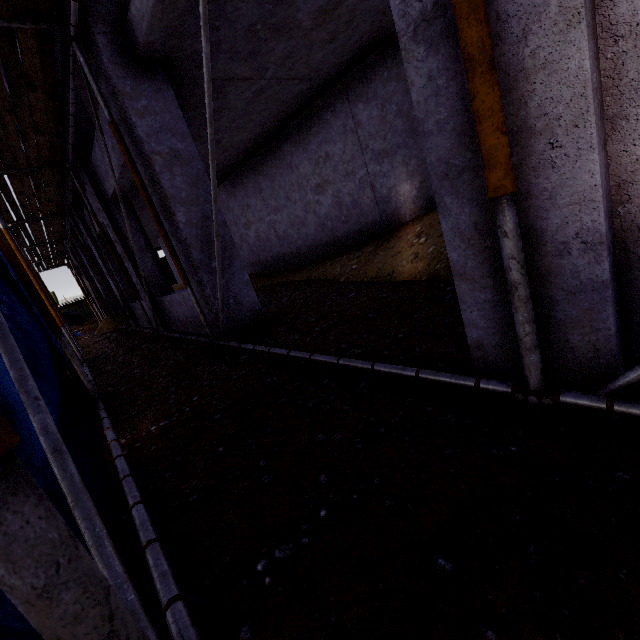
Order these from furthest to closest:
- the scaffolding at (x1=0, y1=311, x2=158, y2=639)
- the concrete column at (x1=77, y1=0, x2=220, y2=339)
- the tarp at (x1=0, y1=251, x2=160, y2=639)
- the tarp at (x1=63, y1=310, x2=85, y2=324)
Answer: the tarp at (x1=63, y1=310, x2=85, y2=324) < the concrete column at (x1=77, y1=0, x2=220, y2=339) < the tarp at (x1=0, y1=251, x2=160, y2=639) < the scaffolding at (x1=0, y1=311, x2=158, y2=639)

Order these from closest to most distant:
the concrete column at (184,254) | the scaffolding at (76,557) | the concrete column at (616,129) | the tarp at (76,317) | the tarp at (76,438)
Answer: the scaffolding at (76,557) < the concrete column at (616,129) < the tarp at (76,438) < the concrete column at (184,254) < the tarp at (76,317)

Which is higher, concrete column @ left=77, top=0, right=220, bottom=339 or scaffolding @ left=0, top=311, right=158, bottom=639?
concrete column @ left=77, top=0, right=220, bottom=339

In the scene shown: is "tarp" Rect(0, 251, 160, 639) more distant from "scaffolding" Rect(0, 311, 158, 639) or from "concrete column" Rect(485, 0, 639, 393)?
"concrete column" Rect(485, 0, 639, 393)

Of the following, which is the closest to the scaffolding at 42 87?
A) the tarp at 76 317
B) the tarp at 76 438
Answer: the tarp at 76 438

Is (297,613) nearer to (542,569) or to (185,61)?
(542,569)

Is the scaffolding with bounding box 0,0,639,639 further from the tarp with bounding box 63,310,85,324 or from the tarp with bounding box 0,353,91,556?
the tarp with bounding box 63,310,85,324

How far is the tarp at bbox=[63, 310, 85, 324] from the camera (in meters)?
27.41
